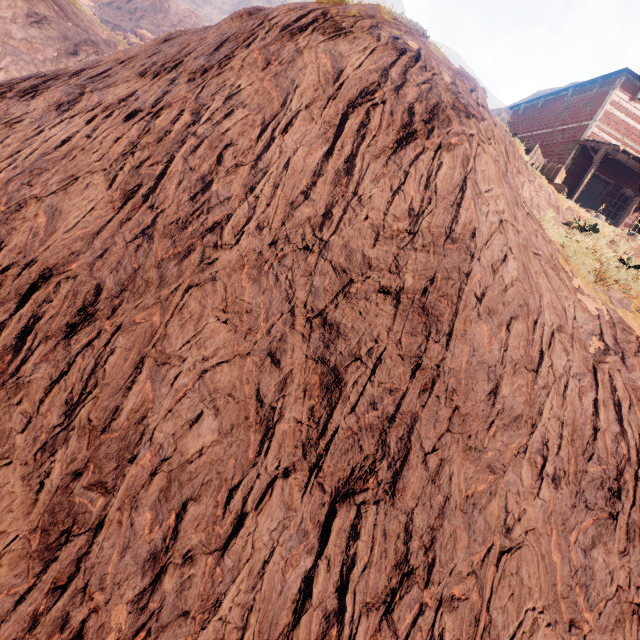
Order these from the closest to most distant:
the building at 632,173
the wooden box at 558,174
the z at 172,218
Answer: the z at 172,218 → the wooden box at 558,174 → the building at 632,173

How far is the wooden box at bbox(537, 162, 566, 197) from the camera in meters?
11.3 m

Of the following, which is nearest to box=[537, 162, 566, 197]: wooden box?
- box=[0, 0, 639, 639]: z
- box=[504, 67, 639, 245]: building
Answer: box=[0, 0, 639, 639]: z

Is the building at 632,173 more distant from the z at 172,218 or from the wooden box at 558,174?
the wooden box at 558,174

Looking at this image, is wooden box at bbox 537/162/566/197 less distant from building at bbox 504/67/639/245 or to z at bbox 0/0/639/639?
z at bbox 0/0/639/639

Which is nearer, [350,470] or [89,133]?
[350,470]
